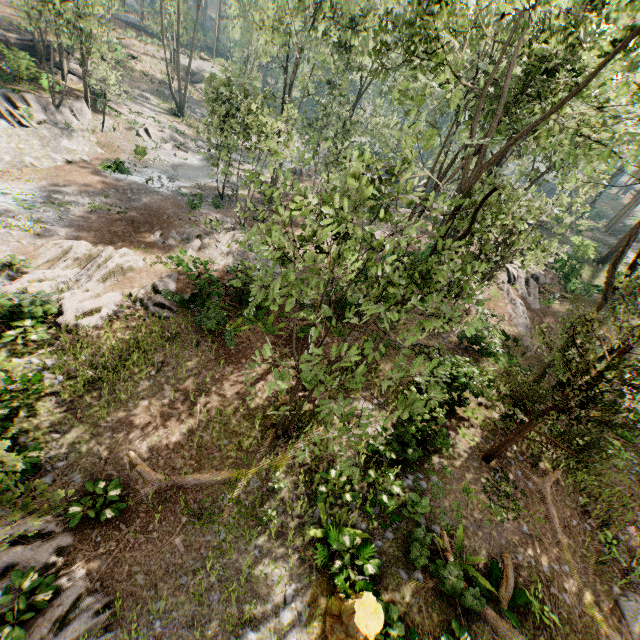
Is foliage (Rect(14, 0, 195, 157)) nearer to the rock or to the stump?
the rock

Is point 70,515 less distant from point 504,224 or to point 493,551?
point 493,551

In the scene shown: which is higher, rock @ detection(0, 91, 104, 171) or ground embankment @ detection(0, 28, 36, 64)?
ground embankment @ detection(0, 28, 36, 64)

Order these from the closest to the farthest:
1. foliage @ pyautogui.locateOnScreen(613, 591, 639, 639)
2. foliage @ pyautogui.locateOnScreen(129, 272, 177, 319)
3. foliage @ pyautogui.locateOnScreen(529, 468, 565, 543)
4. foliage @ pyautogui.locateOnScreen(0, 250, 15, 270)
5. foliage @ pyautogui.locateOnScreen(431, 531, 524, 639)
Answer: foliage @ pyautogui.locateOnScreen(431, 531, 524, 639) < foliage @ pyautogui.locateOnScreen(613, 591, 639, 639) < foliage @ pyautogui.locateOnScreen(529, 468, 565, 543) < foliage @ pyautogui.locateOnScreen(0, 250, 15, 270) < foliage @ pyautogui.locateOnScreen(129, 272, 177, 319)

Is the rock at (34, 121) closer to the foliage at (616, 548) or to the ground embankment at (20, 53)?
the foliage at (616, 548)

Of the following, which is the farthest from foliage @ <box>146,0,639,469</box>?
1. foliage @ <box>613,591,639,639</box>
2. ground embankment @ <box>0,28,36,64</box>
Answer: foliage @ <box>613,591,639,639</box>

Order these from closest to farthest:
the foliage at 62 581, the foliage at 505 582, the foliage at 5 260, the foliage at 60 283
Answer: the foliage at 62 581 → the foliage at 505 582 → the foliage at 60 283 → the foliage at 5 260

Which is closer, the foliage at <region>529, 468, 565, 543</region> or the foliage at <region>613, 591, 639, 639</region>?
the foliage at <region>613, 591, 639, 639</region>
